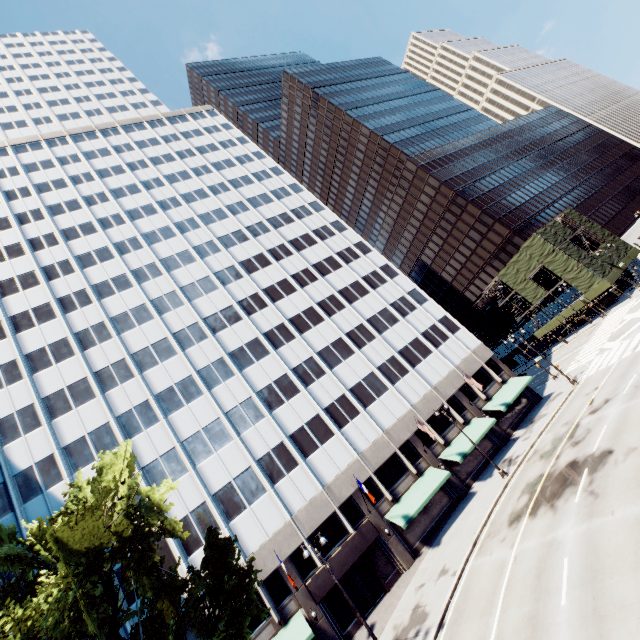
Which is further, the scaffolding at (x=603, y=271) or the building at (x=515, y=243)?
the building at (x=515, y=243)

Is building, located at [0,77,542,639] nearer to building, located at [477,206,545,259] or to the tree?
the tree

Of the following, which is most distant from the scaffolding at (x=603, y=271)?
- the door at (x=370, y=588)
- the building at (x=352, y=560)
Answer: the door at (x=370, y=588)

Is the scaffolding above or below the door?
above

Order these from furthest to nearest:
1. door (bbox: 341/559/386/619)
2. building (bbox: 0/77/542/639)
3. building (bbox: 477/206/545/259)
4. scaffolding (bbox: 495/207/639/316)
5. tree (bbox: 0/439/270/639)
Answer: building (bbox: 477/206/545/259) → scaffolding (bbox: 495/207/639/316) → building (bbox: 0/77/542/639) → door (bbox: 341/559/386/619) → tree (bbox: 0/439/270/639)

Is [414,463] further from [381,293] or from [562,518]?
[381,293]

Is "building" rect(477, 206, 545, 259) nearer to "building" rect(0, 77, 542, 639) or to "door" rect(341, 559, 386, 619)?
"building" rect(0, 77, 542, 639)

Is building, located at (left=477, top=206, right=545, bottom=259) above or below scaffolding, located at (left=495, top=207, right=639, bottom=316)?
above
